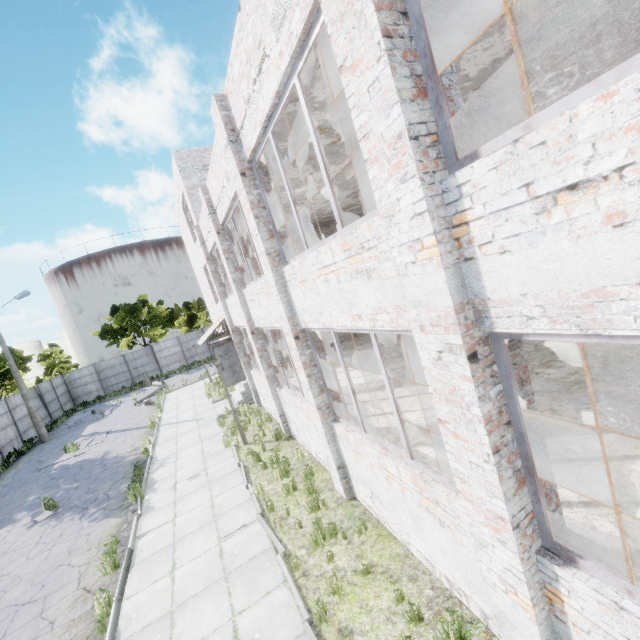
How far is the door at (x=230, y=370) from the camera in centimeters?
1622cm

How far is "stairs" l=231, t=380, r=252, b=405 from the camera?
16.6m

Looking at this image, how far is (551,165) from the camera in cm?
190

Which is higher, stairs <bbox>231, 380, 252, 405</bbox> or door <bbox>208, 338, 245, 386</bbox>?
door <bbox>208, 338, 245, 386</bbox>

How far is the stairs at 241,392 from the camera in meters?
16.6 m

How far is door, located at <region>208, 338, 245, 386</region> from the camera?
16.2 meters
